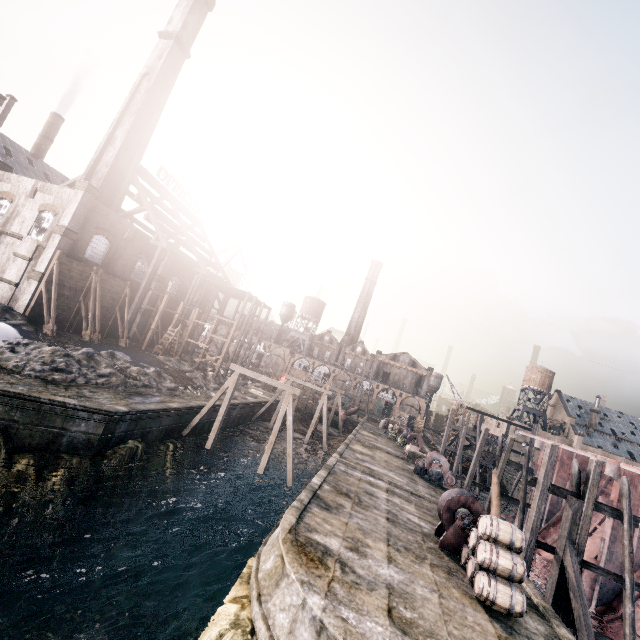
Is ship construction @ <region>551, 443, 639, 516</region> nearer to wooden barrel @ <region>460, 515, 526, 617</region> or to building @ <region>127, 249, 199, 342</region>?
wooden barrel @ <region>460, 515, 526, 617</region>

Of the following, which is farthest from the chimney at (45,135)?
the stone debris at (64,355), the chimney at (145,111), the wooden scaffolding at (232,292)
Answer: the stone debris at (64,355)

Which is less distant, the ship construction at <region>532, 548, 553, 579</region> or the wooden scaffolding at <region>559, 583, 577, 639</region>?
the wooden scaffolding at <region>559, 583, 577, 639</region>

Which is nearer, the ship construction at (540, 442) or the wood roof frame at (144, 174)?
the ship construction at (540, 442)

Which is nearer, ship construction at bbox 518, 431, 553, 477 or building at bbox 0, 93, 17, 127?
ship construction at bbox 518, 431, 553, 477

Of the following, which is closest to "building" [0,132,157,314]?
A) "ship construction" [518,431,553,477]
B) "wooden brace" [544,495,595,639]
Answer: "wooden brace" [544,495,595,639]

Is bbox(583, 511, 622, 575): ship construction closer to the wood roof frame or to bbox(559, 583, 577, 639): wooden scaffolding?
bbox(559, 583, 577, 639): wooden scaffolding

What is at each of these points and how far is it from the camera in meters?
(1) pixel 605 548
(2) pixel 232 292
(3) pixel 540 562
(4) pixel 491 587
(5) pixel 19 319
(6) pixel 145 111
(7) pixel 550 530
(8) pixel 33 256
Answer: (1) ship construction, 19.1 m
(2) wooden scaffolding, 48.3 m
(3) ship construction, 24.1 m
(4) wooden barrel, 11.5 m
(5) stone debris, 26.2 m
(6) chimney, 36.8 m
(7) ship construction, 27.2 m
(8) building, 29.2 m
